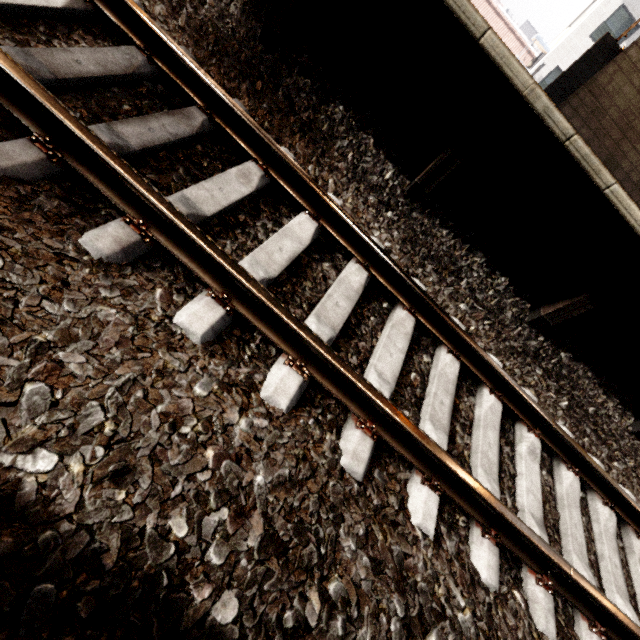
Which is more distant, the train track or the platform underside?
the platform underside

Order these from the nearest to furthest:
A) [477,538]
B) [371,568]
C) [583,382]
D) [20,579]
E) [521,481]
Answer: [20,579] < [371,568] < [477,538] < [521,481] < [583,382]

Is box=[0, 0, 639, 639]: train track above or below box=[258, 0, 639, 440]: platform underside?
below

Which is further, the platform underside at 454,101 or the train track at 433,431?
the platform underside at 454,101

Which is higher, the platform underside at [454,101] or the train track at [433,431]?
the platform underside at [454,101]
